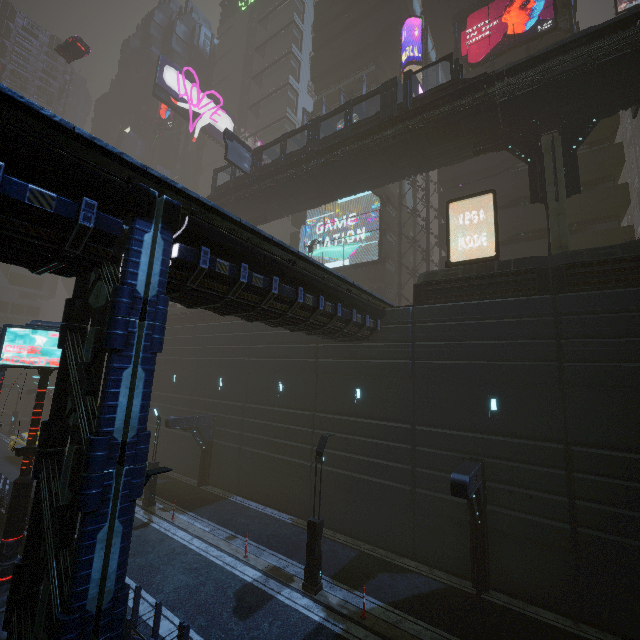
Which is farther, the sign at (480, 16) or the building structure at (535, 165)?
the sign at (480, 16)

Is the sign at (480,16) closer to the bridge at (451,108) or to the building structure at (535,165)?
the bridge at (451,108)

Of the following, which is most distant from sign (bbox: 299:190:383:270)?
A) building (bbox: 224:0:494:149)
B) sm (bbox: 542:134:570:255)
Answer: sm (bbox: 542:134:570:255)

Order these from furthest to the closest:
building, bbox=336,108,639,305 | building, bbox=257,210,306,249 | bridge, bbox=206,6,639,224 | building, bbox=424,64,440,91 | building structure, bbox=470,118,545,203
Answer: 1. building, bbox=257,210,306,249
2. building, bbox=424,64,440,91
3. building structure, bbox=470,118,545,203
4. bridge, bbox=206,6,639,224
5. building, bbox=336,108,639,305

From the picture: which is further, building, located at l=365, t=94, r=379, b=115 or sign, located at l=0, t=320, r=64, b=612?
building, located at l=365, t=94, r=379, b=115

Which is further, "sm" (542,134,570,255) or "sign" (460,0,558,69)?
"sign" (460,0,558,69)

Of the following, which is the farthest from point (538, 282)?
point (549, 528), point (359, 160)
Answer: point (359, 160)

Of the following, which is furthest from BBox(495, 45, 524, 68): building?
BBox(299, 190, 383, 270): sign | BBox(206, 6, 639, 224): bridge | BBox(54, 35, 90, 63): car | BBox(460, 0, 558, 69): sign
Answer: BBox(206, 6, 639, 224): bridge
